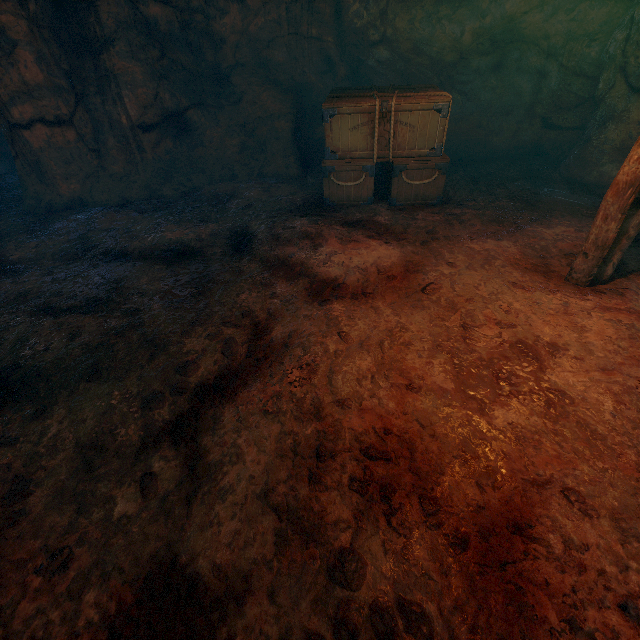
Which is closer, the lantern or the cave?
the lantern

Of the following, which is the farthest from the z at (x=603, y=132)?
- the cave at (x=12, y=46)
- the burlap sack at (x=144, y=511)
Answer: the cave at (x=12, y=46)

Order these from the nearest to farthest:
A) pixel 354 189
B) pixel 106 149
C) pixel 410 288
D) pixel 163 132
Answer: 1. pixel 410 288
2. pixel 354 189
3. pixel 106 149
4. pixel 163 132

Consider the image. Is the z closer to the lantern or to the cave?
the lantern

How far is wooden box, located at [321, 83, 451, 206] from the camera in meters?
5.2 m

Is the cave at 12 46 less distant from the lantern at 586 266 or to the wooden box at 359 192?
the wooden box at 359 192

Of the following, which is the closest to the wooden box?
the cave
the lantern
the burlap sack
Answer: the burlap sack

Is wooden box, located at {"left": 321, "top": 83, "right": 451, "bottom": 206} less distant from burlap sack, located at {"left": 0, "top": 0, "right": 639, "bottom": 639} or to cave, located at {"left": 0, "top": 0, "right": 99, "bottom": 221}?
burlap sack, located at {"left": 0, "top": 0, "right": 639, "bottom": 639}
